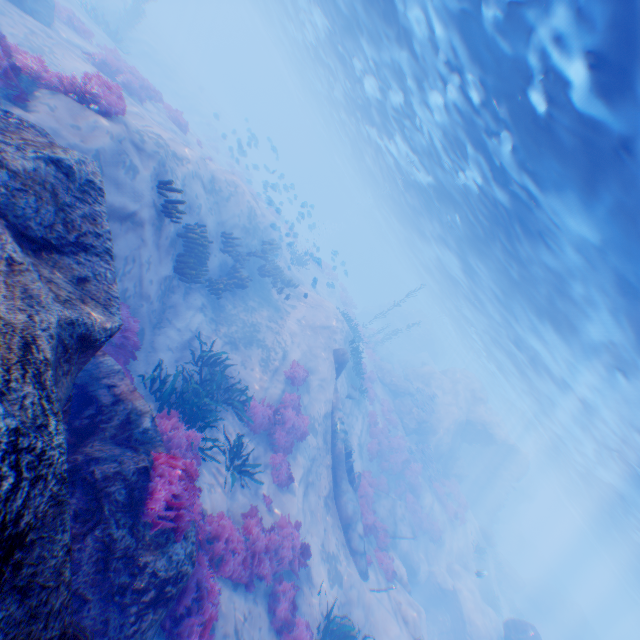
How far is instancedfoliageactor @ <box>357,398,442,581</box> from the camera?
14.4 meters

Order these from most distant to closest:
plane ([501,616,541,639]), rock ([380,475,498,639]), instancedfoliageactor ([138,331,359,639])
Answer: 1. plane ([501,616,541,639])
2. rock ([380,475,498,639])
3. instancedfoliageactor ([138,331,359,639])

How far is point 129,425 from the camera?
5.49m

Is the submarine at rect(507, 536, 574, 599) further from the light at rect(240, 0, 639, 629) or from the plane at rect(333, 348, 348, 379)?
the plane at rect(333, 348, 348, 379)

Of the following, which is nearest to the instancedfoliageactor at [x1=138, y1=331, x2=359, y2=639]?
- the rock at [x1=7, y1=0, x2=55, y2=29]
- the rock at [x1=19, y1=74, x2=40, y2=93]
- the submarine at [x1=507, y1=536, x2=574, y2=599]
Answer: the rock at [x1=19, y1=74, x2=40, y2=93]

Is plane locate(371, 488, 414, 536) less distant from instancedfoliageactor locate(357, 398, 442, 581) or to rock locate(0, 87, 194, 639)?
rock locate(0, 87, 194, 639)

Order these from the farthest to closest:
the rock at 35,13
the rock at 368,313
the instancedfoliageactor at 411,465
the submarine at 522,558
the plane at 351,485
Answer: the rock at 368,313 → the submarine at 522,558 → the instancedfoliageactor at 411,465 → the plane at 351,485 → the rock at 35,13

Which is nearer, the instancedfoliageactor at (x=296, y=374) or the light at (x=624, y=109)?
the light at (x=624, y=109)
